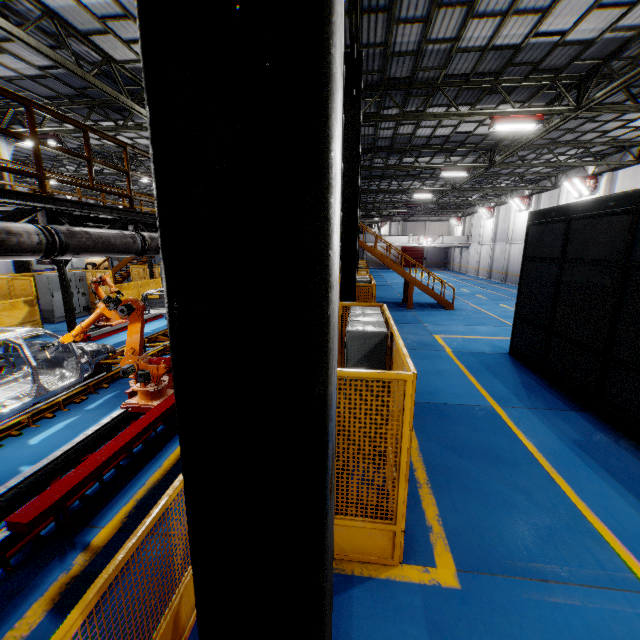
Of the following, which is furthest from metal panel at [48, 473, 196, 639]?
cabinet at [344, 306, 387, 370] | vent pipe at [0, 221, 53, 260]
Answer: vent pipe at [0, 221, 53, 260]

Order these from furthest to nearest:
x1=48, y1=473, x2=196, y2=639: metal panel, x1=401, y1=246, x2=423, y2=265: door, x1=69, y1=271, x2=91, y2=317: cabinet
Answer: x1=401, y1=246, x2=423, y2=265: door < x1=69, y1=271, x2=91, y2=317: cabinet < x1=48, y1=473, x2=196, y2=639: metal panel

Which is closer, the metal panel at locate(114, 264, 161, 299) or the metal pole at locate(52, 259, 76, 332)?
the metal pole at locate(52, 259, 76, 332)

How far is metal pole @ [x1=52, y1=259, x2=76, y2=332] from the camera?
9.6m

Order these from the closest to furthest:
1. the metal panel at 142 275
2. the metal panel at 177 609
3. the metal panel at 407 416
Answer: the metal panel at 177 609 < the metal panel at 407 416 < the metal panel at 142 275

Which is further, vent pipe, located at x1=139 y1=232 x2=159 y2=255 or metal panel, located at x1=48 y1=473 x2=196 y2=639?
vent pipe, located at x1=139 y1=232 x2=159 y2=255

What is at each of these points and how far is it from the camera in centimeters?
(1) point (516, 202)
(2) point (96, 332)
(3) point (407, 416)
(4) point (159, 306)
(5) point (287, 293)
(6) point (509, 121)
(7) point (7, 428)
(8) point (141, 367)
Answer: (1) light, 2919cm
(2) metal platform, 1167cm
(3) metal panel, 313cm
(4) chassis, 1267cm
(5) metal pole, 78cm
(6) light, 1112cm
(7) platform, 593cm
(8) robot arm, 624cm

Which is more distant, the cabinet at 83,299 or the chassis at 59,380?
the cabinet at 83,299
